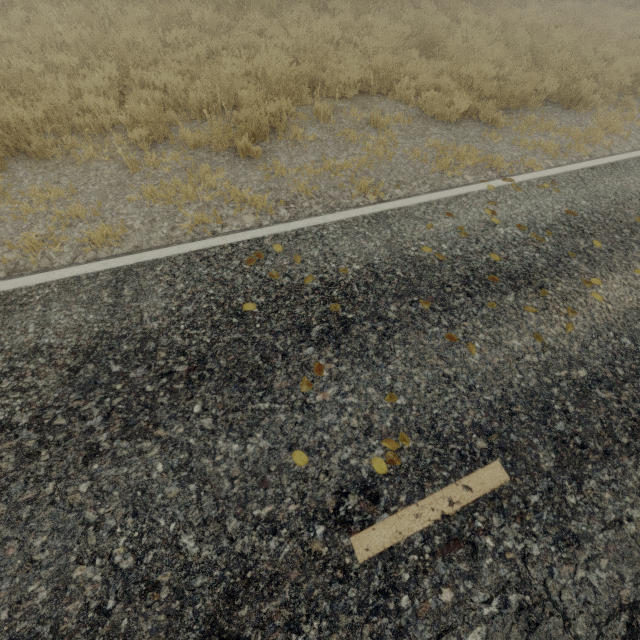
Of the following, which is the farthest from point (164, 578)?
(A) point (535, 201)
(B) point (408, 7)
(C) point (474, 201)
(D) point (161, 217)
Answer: (B) point (408, 7)
